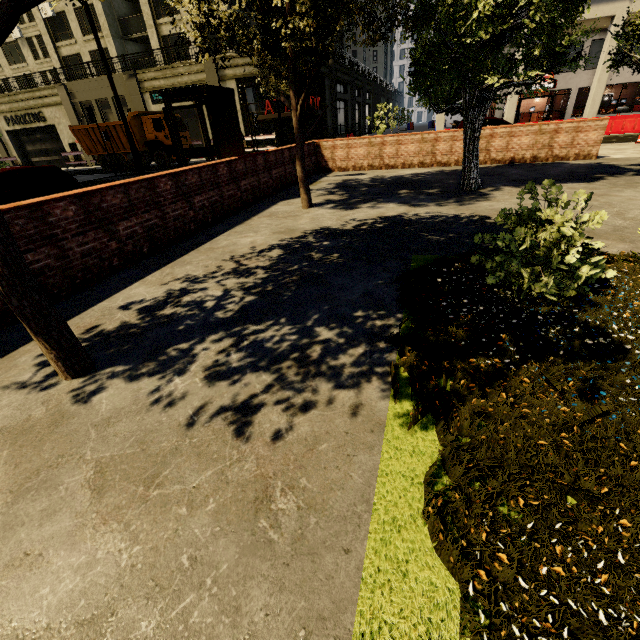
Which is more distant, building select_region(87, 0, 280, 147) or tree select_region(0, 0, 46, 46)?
building select_region(87, 0, 280, 147)

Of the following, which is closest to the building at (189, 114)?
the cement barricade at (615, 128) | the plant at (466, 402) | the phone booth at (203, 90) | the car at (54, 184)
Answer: the cement barricade at (615, 128)

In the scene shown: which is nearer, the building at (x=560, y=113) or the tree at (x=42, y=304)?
the tree at (x=42, y=304)

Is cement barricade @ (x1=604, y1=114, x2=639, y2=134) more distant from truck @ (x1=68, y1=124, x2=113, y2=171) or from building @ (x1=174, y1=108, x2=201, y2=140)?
truck @ (x1=68, y1=124, x2=113, y2=171)

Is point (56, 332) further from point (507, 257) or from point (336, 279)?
point (507, 257)

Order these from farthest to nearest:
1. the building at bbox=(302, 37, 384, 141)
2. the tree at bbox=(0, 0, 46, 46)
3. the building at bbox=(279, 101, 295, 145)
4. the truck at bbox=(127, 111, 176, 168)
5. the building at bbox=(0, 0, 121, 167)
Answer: the building at bbox=(0, 0, 121, 167)
the building at bbox=(302, 37, 384, 141)
the building at bbox=(279, 101, 295, 145)
the truck at bbox=(127, 111, 176, 168)
the tree at bbox=(0, 0, 46, 46)

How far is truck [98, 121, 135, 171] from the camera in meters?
21.9 m
